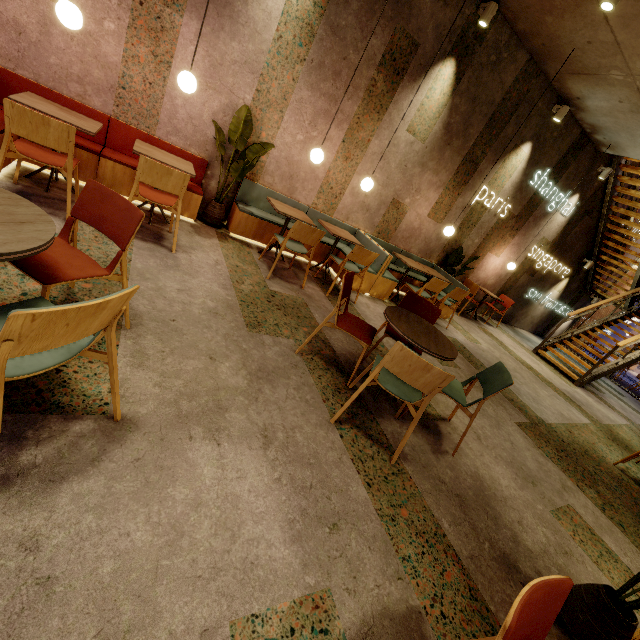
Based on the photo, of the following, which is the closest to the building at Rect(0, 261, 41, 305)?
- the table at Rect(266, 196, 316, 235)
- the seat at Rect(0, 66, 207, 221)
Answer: the seat at Rect(0, 66, 207, 221)

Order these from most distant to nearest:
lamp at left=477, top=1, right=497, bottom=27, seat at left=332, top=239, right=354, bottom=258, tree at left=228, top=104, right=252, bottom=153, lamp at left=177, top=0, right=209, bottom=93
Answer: seat at left=332, top=239, right=354, bottom=258
lamp at left=477, top=1, right=497, bottom=27
tree at left=228, top=104, right=252, bottom=153
lamp at left=177, top=0, right=209, bottom=93

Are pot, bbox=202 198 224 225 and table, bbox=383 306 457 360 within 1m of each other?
no

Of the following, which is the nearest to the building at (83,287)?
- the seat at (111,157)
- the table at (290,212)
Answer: the seat at (111,157)

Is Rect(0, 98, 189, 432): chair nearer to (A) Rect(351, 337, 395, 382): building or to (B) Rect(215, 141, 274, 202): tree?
(A) Rect(351, 337, 395, 382): building

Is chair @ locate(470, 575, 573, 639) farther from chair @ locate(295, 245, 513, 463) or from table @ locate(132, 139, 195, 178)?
table @ locate(132, 139, 195, 178)

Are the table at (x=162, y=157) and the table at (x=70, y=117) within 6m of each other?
yes

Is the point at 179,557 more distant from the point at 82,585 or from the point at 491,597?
the point at 491,597
